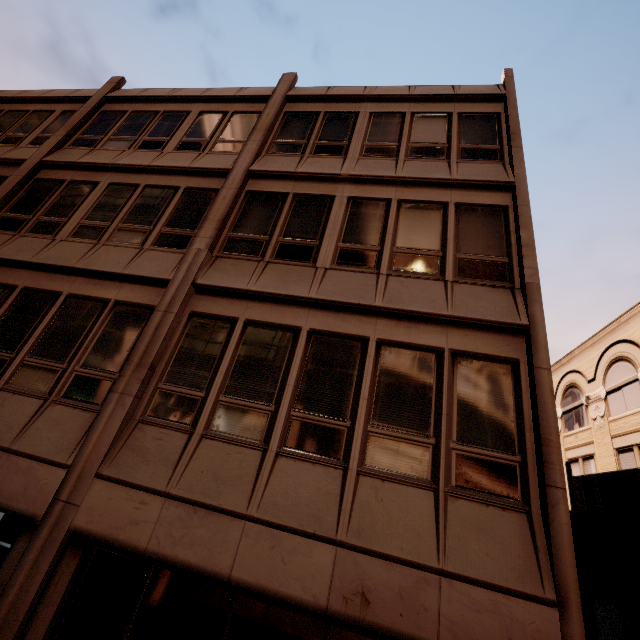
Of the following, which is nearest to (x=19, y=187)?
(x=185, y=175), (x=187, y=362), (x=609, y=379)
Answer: (x=185, y=175)
